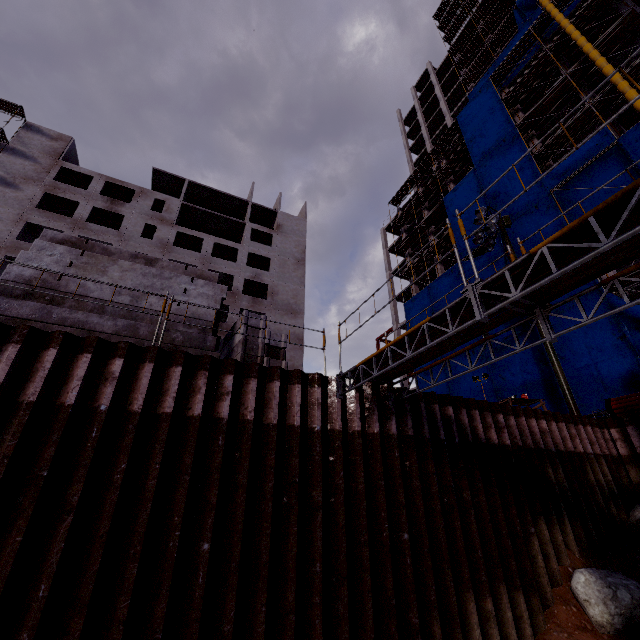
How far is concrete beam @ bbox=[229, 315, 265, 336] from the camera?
7.80m

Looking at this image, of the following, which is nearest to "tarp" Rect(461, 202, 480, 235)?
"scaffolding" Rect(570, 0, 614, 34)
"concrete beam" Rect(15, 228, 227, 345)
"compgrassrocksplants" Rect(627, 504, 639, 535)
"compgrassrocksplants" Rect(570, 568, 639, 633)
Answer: "scaffolding" Rect(570, 0, 614, 34)

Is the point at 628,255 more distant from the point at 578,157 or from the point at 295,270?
the point at 295,270

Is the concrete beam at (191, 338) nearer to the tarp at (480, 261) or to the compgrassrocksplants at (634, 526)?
the compgrassrocksplants at (634, 526)

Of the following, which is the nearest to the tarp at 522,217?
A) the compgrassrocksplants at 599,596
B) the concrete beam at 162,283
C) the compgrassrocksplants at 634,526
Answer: the compgrassrocksplants at 634,526

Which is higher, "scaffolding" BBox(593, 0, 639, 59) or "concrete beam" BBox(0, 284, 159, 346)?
"scaffolding" BBox(593, 0, 639, 59)

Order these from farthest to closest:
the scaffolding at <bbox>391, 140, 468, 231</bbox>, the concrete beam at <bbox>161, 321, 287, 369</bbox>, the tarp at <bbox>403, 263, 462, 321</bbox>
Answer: the scaffolding at <bbox>391, 140, 468, 231</bbox>
the tarp at <bbox>403, 263, 462, 321</bbox>
the concrete beam at <bbox>161, 321, 287, 369</bbox>

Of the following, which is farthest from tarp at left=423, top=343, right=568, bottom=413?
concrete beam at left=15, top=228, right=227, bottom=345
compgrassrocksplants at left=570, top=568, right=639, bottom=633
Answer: concrete beam at left=15, top=228, right=227, bottom=345
